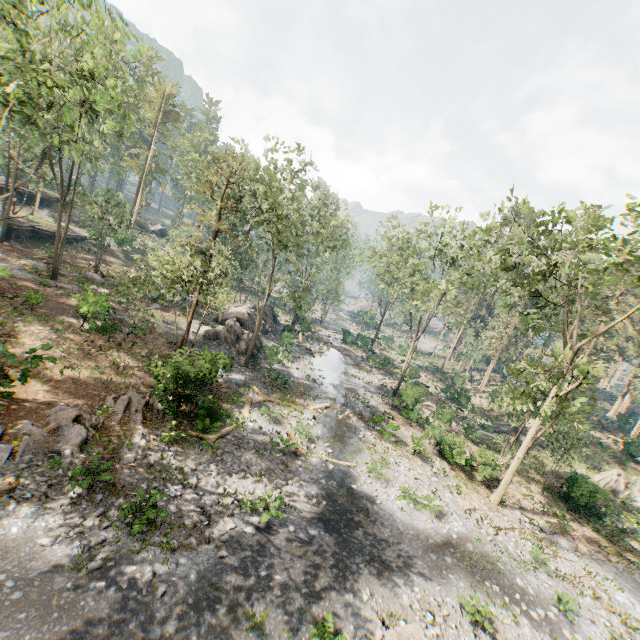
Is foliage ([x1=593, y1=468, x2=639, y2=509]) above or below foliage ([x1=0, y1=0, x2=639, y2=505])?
below

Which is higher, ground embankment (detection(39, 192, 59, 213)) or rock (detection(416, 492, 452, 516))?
ground embankment (detection(39, 192, 59, 213))

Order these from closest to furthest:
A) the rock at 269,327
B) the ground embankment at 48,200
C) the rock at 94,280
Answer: the rock at 94,280 → the rock at 269,327 → the ground embankment at 48,200

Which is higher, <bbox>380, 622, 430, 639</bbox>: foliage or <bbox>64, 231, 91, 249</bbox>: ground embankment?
<bbox>64, 231, 91, 249</bbox>: ground embankment

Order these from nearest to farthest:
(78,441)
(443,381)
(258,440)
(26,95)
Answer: (78,441) < (258,440) < (26,95) < (443,381)

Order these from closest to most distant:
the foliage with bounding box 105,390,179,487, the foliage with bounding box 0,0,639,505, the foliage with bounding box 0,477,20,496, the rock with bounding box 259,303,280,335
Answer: the foliage with bounding box 0,477,20,496 → the foliage with bounding box 0,0,639,505 → the foliage with bounding box 105,390,179,487 → the rock with bounding box 259,303,280,335

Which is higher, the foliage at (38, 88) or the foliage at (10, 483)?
the foliage at (38, 88)

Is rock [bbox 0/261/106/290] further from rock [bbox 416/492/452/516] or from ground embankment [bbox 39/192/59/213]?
rock [bbox 416/492/452/516]
